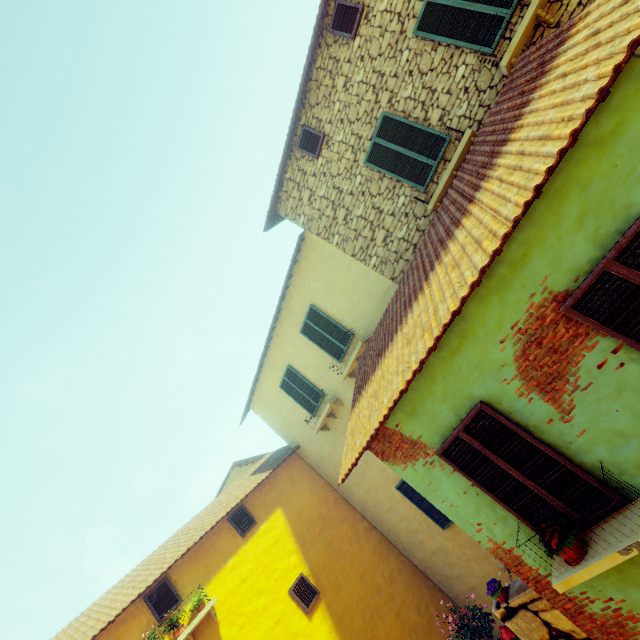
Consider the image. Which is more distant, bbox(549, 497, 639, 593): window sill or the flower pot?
the flower pot

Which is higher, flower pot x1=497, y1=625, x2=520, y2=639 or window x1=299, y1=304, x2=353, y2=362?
window x1=299, y1=304, x2=353, y2=362

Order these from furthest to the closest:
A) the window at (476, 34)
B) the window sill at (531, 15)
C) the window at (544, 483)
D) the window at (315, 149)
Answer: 1. the window at (315, 149)
2. the window at (476, 34)
3. the window sill at (531, 15)
4. the window at (544, 483)

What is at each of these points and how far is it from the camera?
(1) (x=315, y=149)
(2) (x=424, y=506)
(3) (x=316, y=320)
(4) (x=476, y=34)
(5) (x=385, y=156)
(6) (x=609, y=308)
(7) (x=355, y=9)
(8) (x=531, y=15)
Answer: (1) window, 8.2 meters
(2) window, 9.3 meters
(3) window, 9.8 meters
(4) window, 5.8 meters
(5) window, 7.3 meters
(6) window, 3.1 meters
(7) window, 6.8 meters
(8) window sill, 5.1 meters

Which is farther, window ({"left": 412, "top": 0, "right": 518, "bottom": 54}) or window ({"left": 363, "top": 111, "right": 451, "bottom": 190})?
window ({"left": 363, "top": 111, "right": 451, "bottom": 190})

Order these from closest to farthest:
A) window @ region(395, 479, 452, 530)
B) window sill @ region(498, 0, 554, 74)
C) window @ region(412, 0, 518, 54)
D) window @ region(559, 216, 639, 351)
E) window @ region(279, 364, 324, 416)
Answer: window @ region(559, 216, 639, 351) → window sill @ region(498, 0, 554, 74) → window @ region(412, 0, 518, 54) → window @ region(395, 479, 452, 530) → window @ region(279, 364, 324, 416)

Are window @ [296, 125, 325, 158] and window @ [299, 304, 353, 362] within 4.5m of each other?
yes

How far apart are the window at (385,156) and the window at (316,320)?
4.0m
